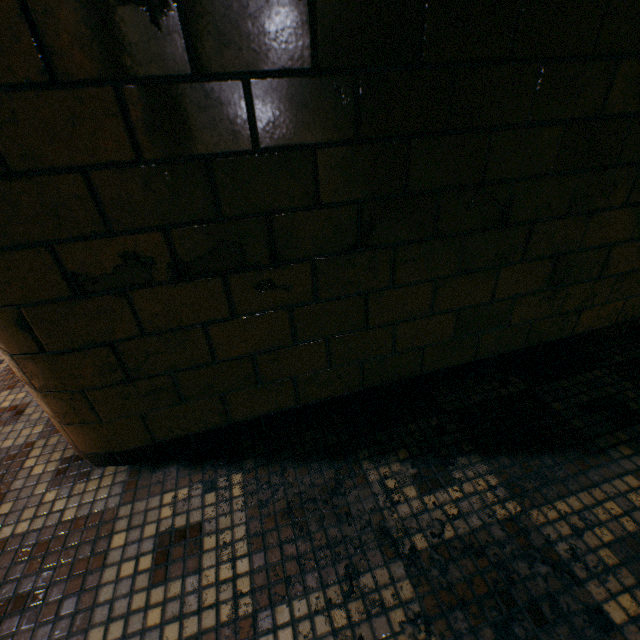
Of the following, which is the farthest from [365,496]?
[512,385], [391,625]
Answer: [512,385]
